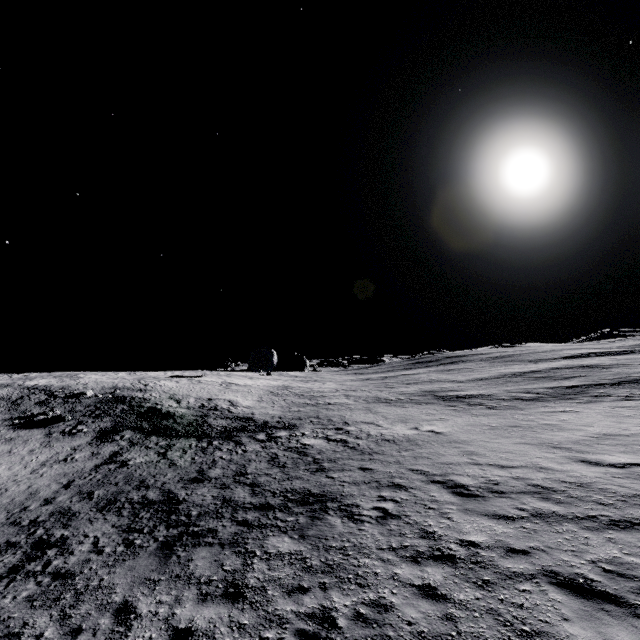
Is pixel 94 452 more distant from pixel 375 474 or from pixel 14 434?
pixel 375 474
